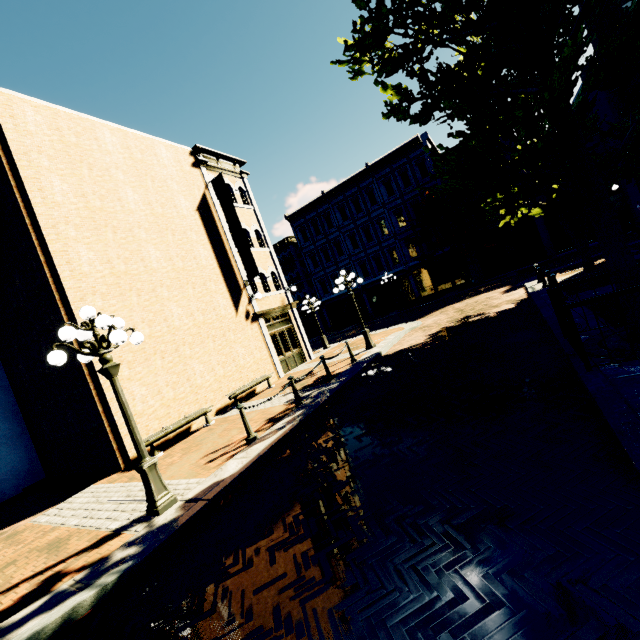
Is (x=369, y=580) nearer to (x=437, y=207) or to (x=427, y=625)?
(x=427, y=625)

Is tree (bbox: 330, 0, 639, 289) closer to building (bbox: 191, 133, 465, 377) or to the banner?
building (bbox: 191, 133, 465, 377)

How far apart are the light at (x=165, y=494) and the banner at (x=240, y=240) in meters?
9.2

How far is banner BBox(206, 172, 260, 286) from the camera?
15.03m

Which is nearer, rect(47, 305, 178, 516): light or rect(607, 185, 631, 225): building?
rect(47, 305, 178, 516): light

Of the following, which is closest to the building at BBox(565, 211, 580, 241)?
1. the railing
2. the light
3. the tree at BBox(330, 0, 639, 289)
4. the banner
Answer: the tree at BBox(330, 0, 639, 289)

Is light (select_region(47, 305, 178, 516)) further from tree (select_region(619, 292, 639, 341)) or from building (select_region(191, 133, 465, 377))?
building (select_region(191, 133, 465, 377))

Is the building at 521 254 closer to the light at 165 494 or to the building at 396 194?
the building at 396 194
